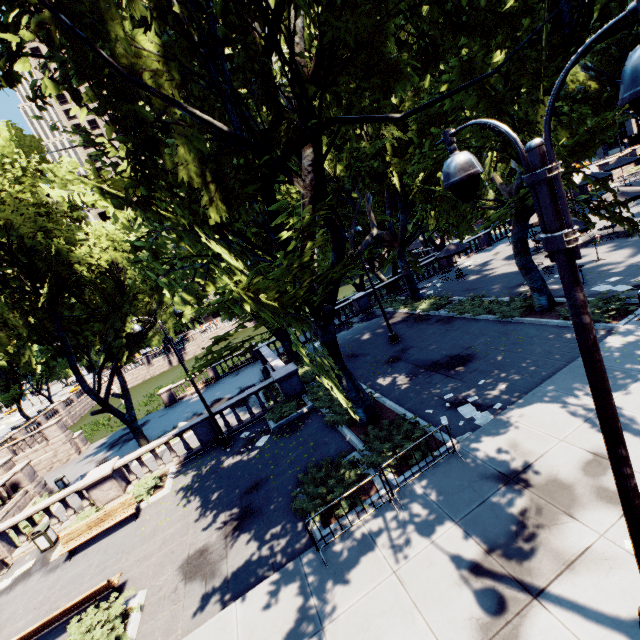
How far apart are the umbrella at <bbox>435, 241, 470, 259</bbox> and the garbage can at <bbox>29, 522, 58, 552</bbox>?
28.8m

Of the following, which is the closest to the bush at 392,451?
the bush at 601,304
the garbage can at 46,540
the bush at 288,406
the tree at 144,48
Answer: the tree at 144,48

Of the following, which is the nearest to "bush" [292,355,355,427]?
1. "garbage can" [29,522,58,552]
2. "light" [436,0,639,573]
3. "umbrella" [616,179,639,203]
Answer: "light" [436,0,639,573]

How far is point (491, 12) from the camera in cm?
636

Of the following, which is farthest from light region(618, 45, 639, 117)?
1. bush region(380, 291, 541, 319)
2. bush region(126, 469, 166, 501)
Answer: bush region(126, 469, 166, 501)

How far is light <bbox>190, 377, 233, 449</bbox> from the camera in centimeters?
1539cm

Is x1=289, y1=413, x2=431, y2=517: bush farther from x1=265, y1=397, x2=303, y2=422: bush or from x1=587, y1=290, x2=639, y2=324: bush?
x1=587, y1=290, x2=639, y2=324: bush

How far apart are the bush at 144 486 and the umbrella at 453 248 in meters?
24.1 m
